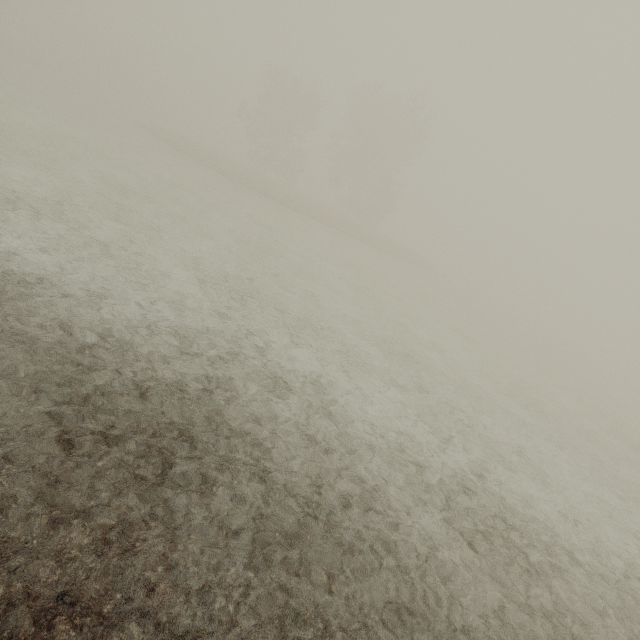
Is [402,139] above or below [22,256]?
above
